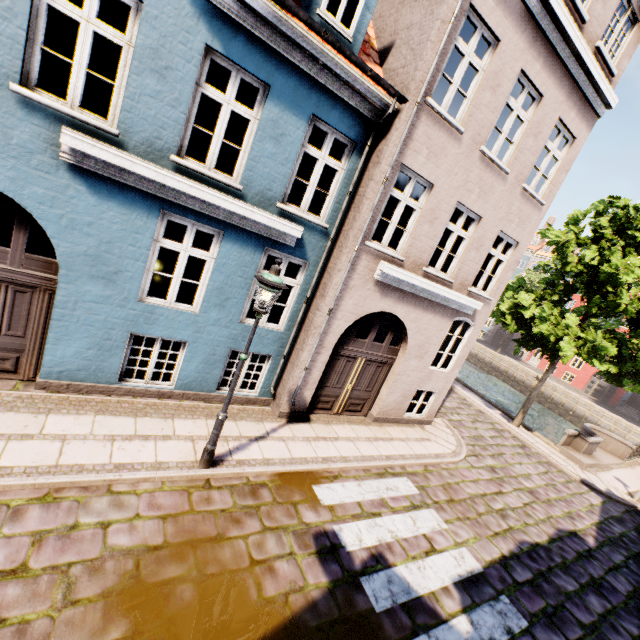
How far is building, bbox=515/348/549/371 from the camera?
39.69m

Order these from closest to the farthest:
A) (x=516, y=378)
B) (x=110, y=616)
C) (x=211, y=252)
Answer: → (x=110, y=616) < (x=211, y=252) < (x=516, y=378)

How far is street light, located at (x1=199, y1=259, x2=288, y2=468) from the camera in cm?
474

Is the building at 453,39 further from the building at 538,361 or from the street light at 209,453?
the building at 538,361

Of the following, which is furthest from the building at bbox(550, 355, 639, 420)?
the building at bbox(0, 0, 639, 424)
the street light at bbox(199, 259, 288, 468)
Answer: the street light at bbox(199, 259, 288, 468)

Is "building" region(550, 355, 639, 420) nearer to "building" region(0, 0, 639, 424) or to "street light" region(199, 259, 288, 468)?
"building" region(0, 0, 639, 424)

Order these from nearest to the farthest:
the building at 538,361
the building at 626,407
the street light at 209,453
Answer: the street light at 209,453
the building at 626,407
the building at 538,361

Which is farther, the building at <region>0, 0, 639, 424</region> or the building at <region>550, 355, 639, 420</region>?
the building at <region>550, 355, 639, 420</region>
